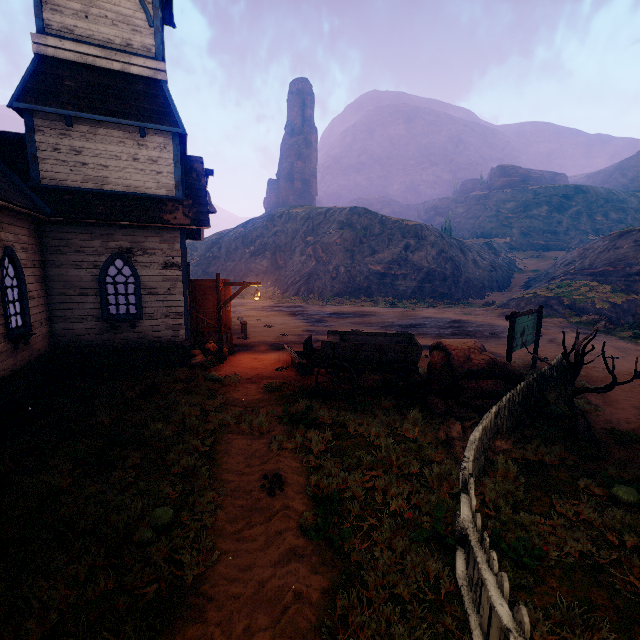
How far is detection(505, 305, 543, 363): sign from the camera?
9.8 meters

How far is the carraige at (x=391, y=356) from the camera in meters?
8.6 m

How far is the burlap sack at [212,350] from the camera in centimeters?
1156cm

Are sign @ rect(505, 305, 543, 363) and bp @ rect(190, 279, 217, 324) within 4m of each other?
no

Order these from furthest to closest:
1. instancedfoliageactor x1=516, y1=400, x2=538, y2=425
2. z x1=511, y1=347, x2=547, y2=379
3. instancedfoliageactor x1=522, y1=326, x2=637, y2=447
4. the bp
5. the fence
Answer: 1. the bp
2. z x1=511, y1=347, x2=547, y2=379
3. instancedfoliageactor x1=516, y1=400, x2=538, y2=425
4. instancedfoliageactor x1=522, y1=326, x2=637, y2=447
5. the fence

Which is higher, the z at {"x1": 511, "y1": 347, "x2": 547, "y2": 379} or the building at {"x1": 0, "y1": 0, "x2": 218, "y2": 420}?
the building at {"x1": 0, "y1": 0, "x2": 218, "y2": 420}

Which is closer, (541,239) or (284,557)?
(284,557)

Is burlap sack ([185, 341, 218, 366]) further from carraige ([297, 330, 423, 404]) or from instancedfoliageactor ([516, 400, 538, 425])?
instancedfoliageactor ([516, 400, 538, 425])
